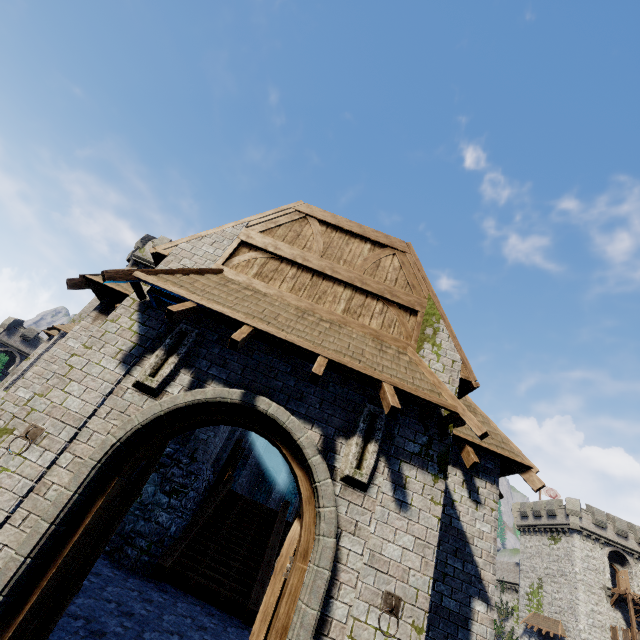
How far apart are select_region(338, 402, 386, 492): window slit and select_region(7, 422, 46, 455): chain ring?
4.3m

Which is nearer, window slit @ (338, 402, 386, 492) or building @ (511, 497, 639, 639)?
window slit @ (338, 402, 386, 492)

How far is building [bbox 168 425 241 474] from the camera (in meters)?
12.17

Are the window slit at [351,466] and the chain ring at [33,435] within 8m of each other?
yes

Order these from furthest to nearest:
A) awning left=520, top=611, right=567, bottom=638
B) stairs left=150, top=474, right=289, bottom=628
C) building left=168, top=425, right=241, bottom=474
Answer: awning left=520, top=611, right=567, bottom=638 < building left=168, top=425, right=241, bottom=474 < stairs left=150, top=474, right=289, bottom=628

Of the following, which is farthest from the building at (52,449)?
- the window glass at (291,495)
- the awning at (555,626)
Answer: the awning at (555,626)

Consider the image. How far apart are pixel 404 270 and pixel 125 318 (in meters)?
5.89

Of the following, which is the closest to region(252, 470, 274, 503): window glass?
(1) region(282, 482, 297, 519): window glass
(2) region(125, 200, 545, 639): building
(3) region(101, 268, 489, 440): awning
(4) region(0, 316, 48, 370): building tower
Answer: (2) region(125, 200, 545, 639): building
